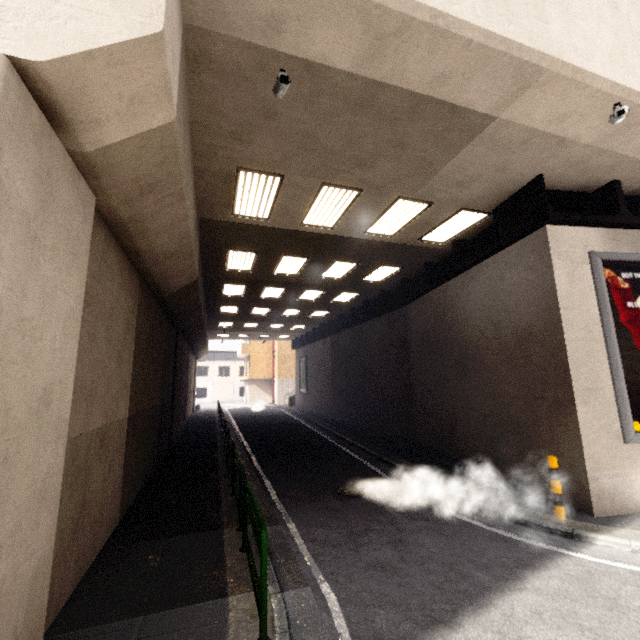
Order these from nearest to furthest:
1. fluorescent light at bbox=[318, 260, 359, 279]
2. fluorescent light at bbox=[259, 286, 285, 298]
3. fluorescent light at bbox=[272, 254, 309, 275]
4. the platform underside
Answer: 1. the platform underside
2. fluorescent light at bbox=[272, 254, 309, 275]
3. fluorescent light at bbox=[318, 260, 359, 279]
4. fluorescent light at bbox=[259, 286, 285, 298]

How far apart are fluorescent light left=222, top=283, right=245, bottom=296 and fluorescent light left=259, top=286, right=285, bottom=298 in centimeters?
84cm

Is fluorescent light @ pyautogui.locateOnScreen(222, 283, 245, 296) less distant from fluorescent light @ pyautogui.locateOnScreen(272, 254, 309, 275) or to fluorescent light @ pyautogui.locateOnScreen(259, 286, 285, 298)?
fluorescent light @ pyautogui.locateOnScreen(259, 286, 285, 298)

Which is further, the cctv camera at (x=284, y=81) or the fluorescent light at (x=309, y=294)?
the fluorescent light at (x=309, y=294)

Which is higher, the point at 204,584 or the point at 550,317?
the point at 550,317

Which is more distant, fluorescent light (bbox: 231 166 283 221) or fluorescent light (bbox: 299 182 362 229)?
fluorescent light (bbox: 299 182 362 229)

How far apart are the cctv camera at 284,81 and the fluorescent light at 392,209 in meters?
3.8 m

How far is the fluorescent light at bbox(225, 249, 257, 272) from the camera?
10.8m
